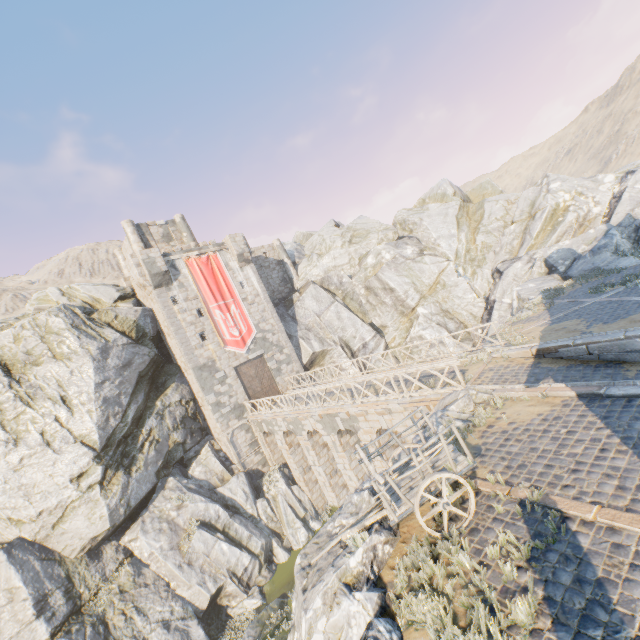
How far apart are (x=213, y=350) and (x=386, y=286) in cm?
1757

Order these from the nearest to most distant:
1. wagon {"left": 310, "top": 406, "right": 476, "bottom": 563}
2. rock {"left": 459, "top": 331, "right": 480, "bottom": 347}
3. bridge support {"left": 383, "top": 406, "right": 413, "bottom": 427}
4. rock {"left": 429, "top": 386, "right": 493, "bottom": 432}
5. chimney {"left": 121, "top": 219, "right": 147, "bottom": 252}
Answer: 1. wagon {"left": 310, "top": 406, "right": 476, "bottom": 563}
2. rock {"left": 429, "top": 386, "right": 493, "bottom": 432}
3. bridge support {"left": 383, "top": 406, "right": 413, "bottom": 427}
4. rock {"left": 459, "top": 331, "right": 480, "bottom": 347}
5. chimney {"left": 121, "top": 219, "right": 147, "bottom": 252}

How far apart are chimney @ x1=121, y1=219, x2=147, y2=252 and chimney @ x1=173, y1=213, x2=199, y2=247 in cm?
319

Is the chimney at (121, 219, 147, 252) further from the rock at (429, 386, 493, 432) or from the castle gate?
the castle gate

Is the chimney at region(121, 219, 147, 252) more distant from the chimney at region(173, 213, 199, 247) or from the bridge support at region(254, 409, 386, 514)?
the bridge support at region(254, 409, 386, 514)

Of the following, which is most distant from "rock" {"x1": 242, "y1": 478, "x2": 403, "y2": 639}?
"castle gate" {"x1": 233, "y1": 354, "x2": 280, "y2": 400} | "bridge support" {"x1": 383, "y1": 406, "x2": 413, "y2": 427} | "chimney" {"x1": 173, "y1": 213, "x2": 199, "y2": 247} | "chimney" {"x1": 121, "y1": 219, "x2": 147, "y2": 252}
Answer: "chimney" {"x1": 173, "y1": 213, "x2": 199, "y2": 247}

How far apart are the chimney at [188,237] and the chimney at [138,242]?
3.2 meters

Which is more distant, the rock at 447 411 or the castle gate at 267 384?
the castle gate at 267 384
